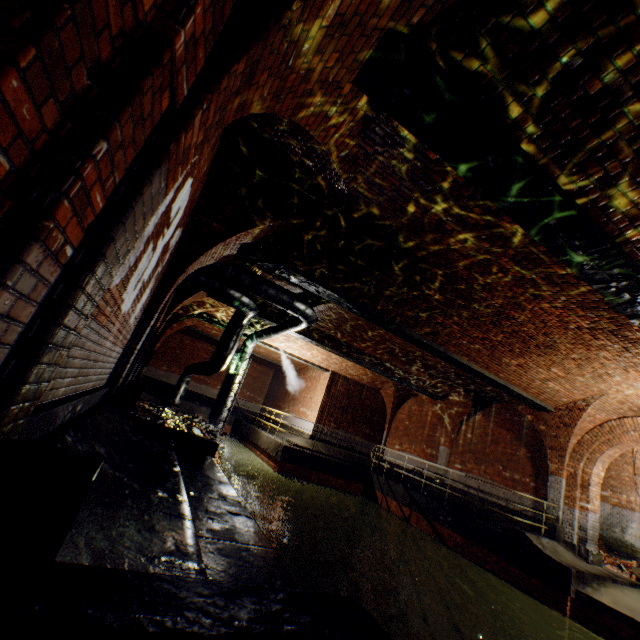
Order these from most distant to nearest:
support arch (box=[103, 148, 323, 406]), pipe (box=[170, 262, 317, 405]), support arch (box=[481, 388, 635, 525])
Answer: support arch (box=[481, 388, 635, 525]), pipe (box=[170, 262, 317, 405]), support arch (box=[103, 148, 323, 406])

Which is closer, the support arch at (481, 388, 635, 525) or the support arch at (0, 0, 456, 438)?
the support arch at (0, 0, 456, 438)

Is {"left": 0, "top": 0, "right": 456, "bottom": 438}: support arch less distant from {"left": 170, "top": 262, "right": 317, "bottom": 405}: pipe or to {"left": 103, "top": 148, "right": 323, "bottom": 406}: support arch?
{"left": 103, "top": 148, "right": 323, "bottom": 406}: support arch

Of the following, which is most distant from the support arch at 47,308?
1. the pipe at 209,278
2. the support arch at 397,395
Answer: the support arch at 397,395

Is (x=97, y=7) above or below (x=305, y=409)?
above

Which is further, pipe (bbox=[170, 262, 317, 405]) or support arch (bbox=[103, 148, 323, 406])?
pipe (bbox=[170, 262, 317, 405])

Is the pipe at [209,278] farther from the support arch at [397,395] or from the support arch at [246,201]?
the support arch at [397,395]

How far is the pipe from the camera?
8.80m
